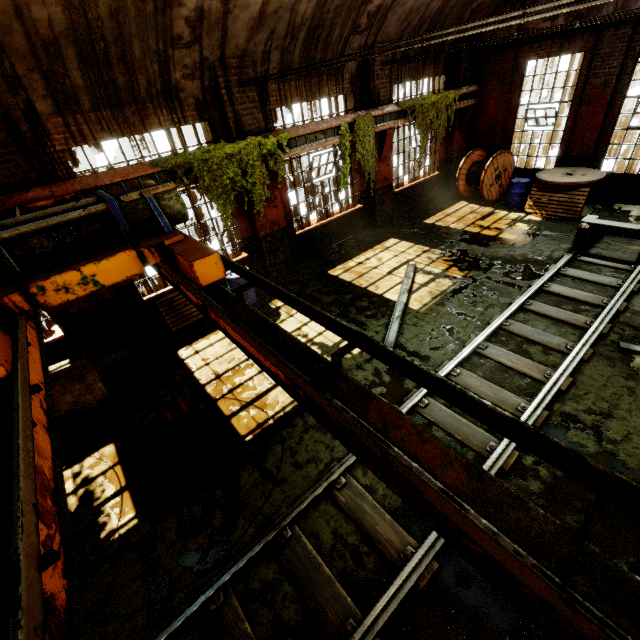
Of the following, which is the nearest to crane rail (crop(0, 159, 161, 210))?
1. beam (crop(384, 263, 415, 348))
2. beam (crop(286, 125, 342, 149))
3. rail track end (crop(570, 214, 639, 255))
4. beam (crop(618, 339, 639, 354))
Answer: beam (crop(286, 125, 342, 149))

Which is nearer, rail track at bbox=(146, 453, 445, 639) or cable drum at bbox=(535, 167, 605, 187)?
rail track at bbox=(146, 453, 445, 639)

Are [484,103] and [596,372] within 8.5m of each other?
no

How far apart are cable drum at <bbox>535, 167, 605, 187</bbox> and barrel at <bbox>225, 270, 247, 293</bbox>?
10.21m

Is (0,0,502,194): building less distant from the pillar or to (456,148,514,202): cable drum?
(456,148,514,202): cable drum

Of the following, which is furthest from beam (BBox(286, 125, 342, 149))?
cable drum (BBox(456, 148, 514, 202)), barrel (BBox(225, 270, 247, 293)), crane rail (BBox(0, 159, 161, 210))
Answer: cable drum (BBox(456, 148, 514, 202))

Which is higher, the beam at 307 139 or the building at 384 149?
the beam at 307 139

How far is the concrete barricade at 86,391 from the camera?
6.3 meters
